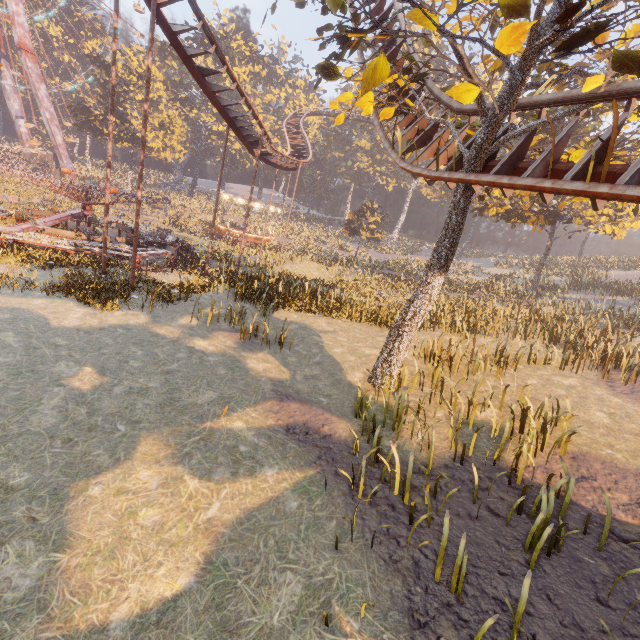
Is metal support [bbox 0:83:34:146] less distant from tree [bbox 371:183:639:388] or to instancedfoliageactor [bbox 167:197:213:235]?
instancedfoliageactor [bbox 167:197:213:235]

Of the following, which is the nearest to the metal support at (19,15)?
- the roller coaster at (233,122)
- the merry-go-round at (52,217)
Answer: the merry-go-round at (52,217)

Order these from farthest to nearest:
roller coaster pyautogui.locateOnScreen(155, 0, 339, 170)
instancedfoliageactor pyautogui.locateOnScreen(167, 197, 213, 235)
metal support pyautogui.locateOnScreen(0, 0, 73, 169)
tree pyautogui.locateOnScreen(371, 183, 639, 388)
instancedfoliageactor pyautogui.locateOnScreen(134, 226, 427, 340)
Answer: metal support pyautogui.locateOnScreen(0, 0, 73, 169), instancedfoliageactor pyautogui.locateOnScreen(167, 197, 213, 235), instancedfoliageactor pyautogui.locateOnScreen(134, 226, 427, 340), roller coaster pyautogui.locateOnScreen(155, 0, 339, 170), tree pyautogui.locateOnScreen(371, 183, 639, 388)

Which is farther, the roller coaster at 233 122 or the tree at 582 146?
the roller coaster at 233 122

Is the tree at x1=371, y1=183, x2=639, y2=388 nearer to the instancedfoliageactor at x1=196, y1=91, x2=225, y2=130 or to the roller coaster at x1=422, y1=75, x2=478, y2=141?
the roller coaster at x1=422, y1=75, x2=478, y2=141

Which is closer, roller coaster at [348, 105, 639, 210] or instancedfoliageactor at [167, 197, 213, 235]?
roller coaster at [348, 105, 639, 210]

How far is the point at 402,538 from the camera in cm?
536

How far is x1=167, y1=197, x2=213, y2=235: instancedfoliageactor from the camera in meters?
38.3 m
